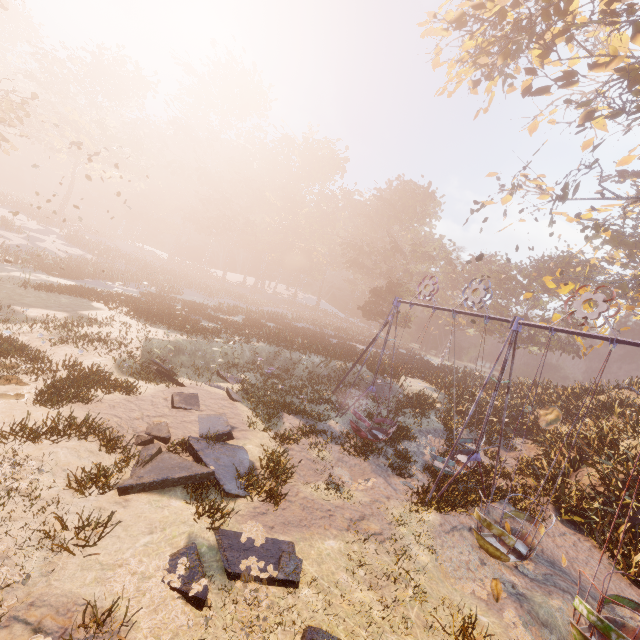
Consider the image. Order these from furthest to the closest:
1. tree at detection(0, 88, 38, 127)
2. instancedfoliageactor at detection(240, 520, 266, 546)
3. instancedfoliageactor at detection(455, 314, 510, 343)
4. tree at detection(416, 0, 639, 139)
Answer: instancedfoliageactor at detection(455, 314, 510, 343)
tree at detection(0, 88, 38, 127)
tree at detection(416, 0, 639, 139)
instancedfoliageactor at detection(240, 520, 266, 546)

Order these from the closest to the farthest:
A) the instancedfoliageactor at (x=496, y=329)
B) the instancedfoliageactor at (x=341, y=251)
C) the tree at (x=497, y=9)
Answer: the tree at (x=497, y=9) < the instancedfoliageactor at (x=341, y=251) < the instancedfoliageactor at (x=496, y=329)

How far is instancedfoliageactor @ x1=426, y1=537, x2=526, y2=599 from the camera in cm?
734

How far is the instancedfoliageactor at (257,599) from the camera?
5.1 meters

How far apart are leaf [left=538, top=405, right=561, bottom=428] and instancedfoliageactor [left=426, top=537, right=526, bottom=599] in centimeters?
502cm

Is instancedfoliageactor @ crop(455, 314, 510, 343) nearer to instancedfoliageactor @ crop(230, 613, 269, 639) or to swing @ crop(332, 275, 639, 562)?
swing @ crop(332, 275, 639, 562)

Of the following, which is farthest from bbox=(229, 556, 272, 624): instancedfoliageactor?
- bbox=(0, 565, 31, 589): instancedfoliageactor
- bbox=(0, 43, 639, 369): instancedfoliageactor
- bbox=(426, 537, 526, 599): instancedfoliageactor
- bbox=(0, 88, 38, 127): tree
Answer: bbox=(0, 88, 38, 127): tree

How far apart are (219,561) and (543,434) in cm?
1839
